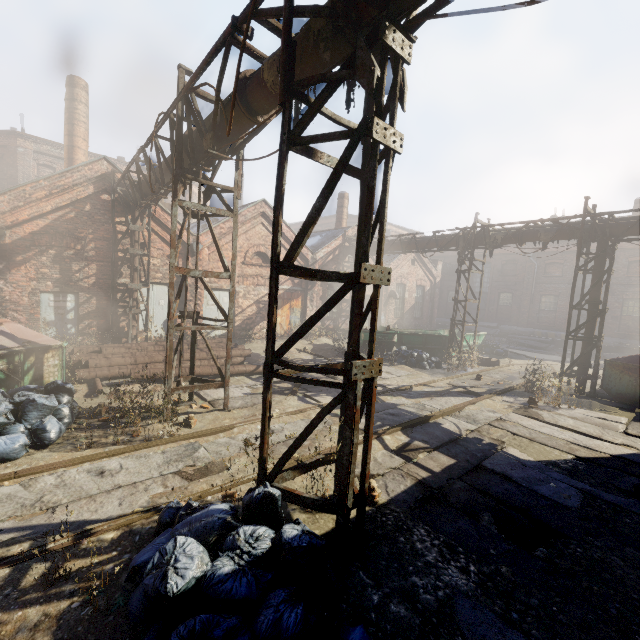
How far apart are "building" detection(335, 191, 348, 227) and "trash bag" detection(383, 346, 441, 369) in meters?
10.7 m

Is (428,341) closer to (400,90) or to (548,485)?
(548,485)

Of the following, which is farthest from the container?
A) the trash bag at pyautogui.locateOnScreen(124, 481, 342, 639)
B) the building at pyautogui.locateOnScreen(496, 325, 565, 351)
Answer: the trash bag at pyautogui.locateOnScreen(124, 481, 342, 639)

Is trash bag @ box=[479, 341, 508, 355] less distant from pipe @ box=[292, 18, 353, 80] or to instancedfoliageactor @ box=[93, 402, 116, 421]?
pipe @ box=[292, 18, 353, 80]

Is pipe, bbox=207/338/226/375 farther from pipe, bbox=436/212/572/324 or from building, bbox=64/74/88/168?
building, bbox=64/74/88/168

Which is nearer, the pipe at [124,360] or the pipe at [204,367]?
the pipe at [124,360]

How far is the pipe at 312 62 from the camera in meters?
3.5 m

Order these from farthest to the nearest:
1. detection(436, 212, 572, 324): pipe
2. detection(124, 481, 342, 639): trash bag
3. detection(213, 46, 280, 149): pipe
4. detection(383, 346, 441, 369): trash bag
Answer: detection(383, 346, 441, 369): trash bag < detection(436, 212, 572, 324): pipe < detection(213, 46, 280, 149): pipe < detection(124, 481, 342, 639): trash bag
